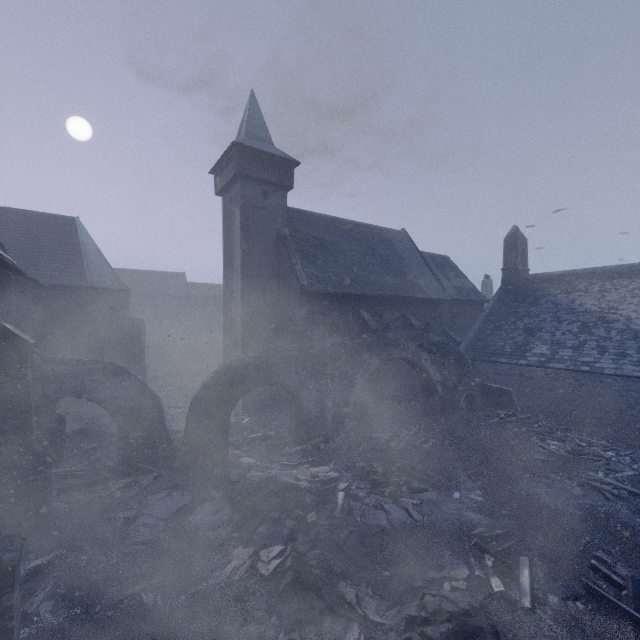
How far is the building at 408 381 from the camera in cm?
1880

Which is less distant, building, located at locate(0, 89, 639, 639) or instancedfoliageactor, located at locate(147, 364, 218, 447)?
building, located at locate(0, 89, 639, 639)

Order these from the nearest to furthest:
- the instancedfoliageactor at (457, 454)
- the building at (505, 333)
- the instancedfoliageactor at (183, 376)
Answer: the instancedfoliageactor at (457, 454) → the building at (505, 333) → the instancedfoliageactor at (183, 376)

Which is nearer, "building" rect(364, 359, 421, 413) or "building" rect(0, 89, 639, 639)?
"building" rect(0, 89, 639, 639)

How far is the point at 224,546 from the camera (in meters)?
7.46

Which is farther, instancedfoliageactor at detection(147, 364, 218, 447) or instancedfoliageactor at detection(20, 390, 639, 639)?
instancedfoliageactor at detection(147, 364, 218, 447)

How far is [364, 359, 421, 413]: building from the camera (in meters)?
18.80
